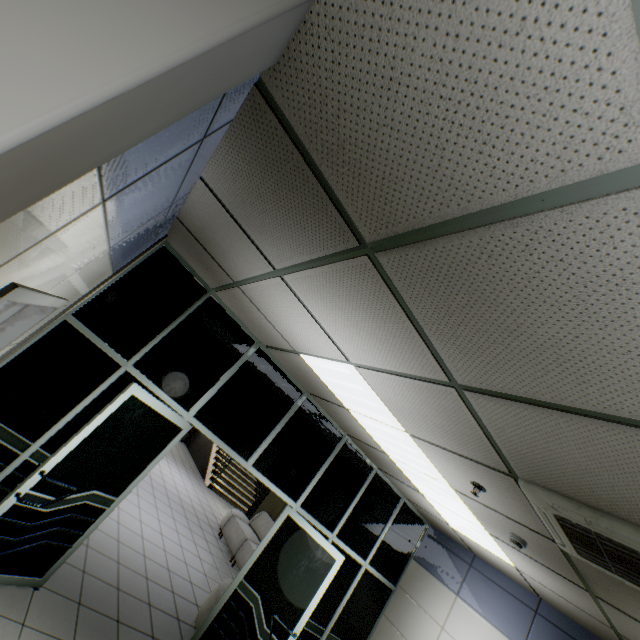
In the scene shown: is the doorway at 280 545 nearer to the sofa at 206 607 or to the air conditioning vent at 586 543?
the sofa at 206 607

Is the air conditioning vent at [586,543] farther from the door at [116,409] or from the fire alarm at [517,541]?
the door at [116,409]

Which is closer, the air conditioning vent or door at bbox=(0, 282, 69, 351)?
door at bbox=(0, 282, 69, 351)

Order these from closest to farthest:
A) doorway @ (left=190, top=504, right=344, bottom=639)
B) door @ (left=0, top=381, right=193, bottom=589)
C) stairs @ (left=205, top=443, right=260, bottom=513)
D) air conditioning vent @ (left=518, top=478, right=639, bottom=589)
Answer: air conditioning vent @ (left=518, top=478, right=639, bottom=589) → door @ (left=0, top=381, right=193, bottom=589) → doorway @ (left=190, top=504, right=344, bottom=639) → stairs @ (left=205, top=443, right=260, bottom=513)

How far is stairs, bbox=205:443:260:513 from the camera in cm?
1222

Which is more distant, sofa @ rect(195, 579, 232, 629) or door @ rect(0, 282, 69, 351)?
sofa @ rect(195, 579, 232, 629)

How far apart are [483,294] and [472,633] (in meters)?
6.12

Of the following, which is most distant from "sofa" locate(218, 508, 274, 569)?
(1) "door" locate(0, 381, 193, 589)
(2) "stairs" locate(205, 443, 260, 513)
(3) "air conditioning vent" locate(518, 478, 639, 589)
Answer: (3) "air conditioning vent" locate(518, 478, 639, 589)
